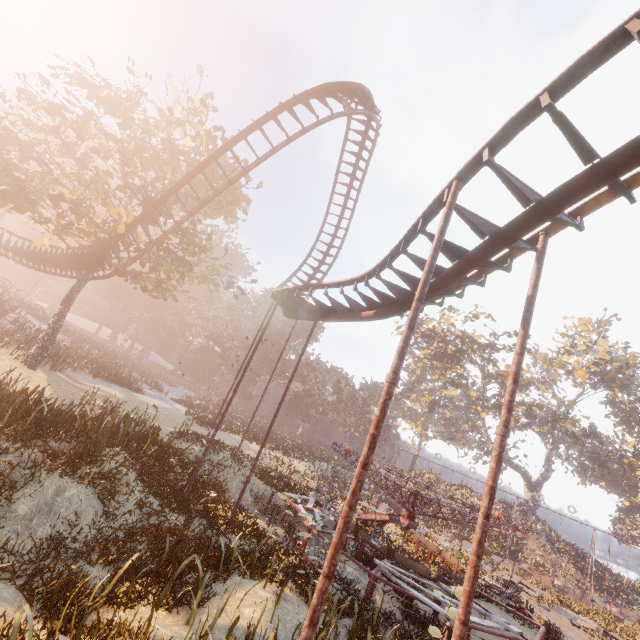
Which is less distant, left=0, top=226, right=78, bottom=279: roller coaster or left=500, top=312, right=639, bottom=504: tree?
left=0, top=226, right=78, bottom=279: roller coaster

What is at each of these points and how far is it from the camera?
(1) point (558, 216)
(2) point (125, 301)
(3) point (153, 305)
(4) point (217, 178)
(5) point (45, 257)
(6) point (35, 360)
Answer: (1) roller coaster, 5.3 meters
(2) instancedfoliageactor, 57.0 meters
(3) instancedfoliageactor, 57.4 meters
(4) tree, 21.4 meters
(5) roller coaster, 23.8 meters
(6) tree, 18.6 meters

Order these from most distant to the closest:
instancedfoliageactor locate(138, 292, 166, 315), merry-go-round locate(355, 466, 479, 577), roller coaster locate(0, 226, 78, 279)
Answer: instancedfoliageactor locate(138, 292, 166, 315)
roller coaster locate(0, 226, 78, 279)
merry-go-round locate(355, 466, 479, 577)

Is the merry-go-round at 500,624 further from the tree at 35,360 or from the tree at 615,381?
the tree at 615,381

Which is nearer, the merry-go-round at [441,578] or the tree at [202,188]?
the merry-go-round at [441,578]

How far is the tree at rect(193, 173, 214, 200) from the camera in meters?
20.9

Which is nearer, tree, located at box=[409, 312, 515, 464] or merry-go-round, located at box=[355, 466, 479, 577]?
merry-go-round, located at box=[355, 466, 479, 577]

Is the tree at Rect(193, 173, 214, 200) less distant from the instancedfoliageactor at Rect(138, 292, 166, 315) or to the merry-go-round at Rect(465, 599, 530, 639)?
the merry-go-round at Rect(465, 599, 530, 639)
